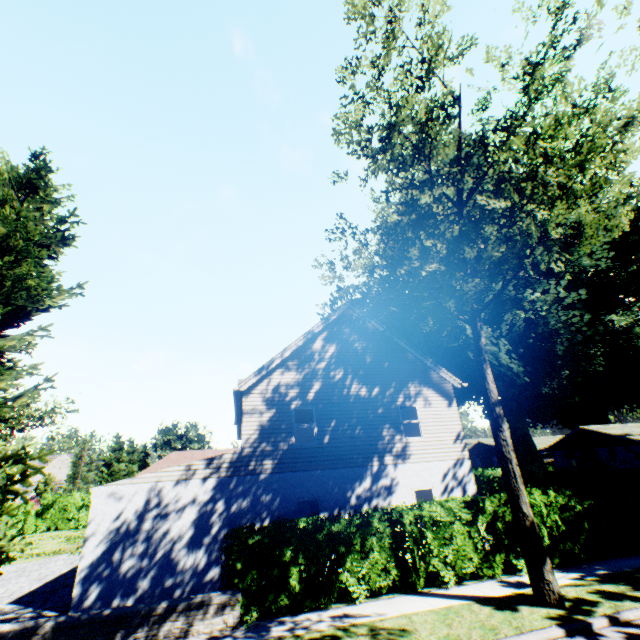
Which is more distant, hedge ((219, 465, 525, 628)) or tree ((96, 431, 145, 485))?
tree ((96, 431, 145, 485))

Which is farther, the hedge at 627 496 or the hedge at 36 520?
the hedge at 36 520

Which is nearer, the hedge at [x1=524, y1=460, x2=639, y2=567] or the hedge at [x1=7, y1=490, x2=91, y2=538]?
the hedge at [x1=524, y1=460, x2=639, y2=567]

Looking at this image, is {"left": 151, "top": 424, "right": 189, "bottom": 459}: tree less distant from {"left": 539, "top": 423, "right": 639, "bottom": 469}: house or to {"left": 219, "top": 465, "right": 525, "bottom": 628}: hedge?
{"left": 219, "top": 465, "right": 525, "bottom": 628}: hedge

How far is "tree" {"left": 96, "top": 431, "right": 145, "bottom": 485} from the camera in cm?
4606

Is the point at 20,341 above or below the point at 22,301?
below

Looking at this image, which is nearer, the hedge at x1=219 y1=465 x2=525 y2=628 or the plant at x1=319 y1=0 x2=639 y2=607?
the plant at x1=319 y1=0 x2=639 y2=607

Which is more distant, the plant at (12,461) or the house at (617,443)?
the house at (617,443)
